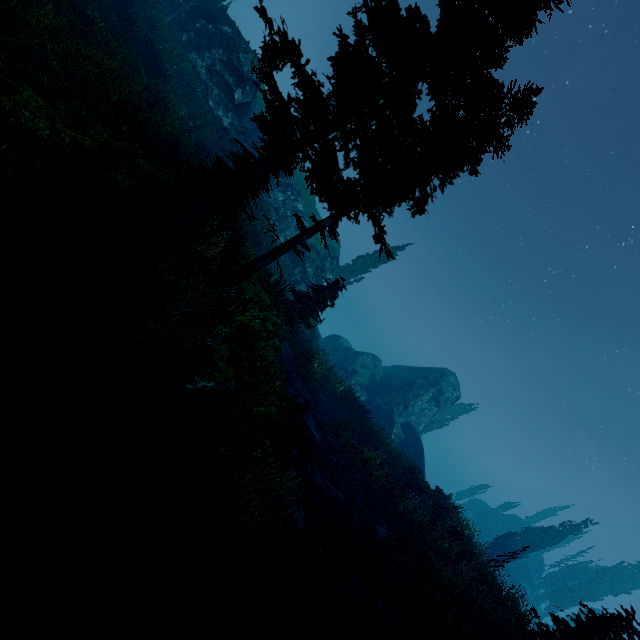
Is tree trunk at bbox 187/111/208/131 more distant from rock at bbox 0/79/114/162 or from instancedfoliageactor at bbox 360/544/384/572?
rock at bbox 0/79/114/162

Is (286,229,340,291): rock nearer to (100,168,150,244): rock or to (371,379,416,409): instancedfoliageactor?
(371,379,416,409): instancedfoliageactor

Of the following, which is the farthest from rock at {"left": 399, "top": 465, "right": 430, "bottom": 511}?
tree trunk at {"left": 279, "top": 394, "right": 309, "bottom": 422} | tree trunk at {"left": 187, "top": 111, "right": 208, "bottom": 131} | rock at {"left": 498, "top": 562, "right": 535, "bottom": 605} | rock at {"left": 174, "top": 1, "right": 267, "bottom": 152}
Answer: rock at {"left": 498, "top": 562, "right": 535, "bottom": 605}

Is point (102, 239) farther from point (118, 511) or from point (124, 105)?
point (124, 105)

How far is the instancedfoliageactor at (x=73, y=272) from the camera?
5.1m

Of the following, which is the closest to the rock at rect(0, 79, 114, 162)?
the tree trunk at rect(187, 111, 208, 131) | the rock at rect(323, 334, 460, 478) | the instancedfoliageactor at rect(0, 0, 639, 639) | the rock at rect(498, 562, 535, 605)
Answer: the instancedfoliageactor at rect(0, 0, 639, 639)

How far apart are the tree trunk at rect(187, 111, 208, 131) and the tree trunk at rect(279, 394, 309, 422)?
18.70m

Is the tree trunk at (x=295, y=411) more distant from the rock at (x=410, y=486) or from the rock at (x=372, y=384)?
the rock at (x=372, y=384)
